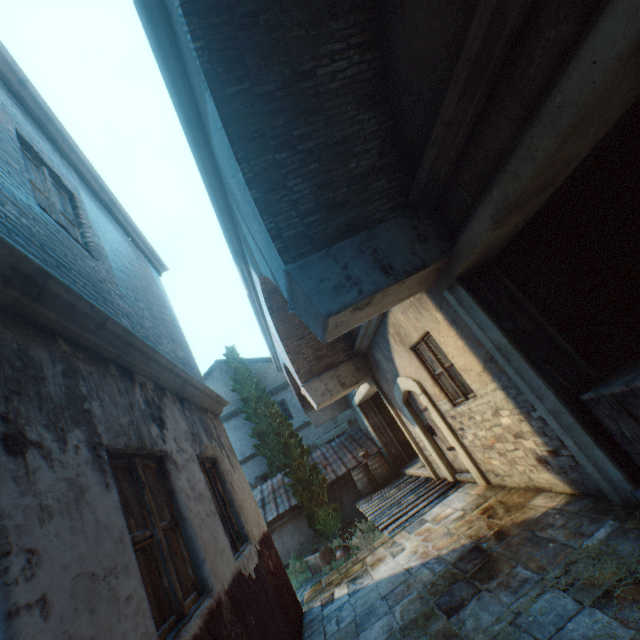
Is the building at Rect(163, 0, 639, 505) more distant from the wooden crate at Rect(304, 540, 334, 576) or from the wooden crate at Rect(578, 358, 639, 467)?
the wooden crate at Rect(304, 540, 334, 576)

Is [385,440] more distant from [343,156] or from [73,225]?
[73,225]

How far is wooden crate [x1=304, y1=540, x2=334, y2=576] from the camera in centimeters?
1019cm

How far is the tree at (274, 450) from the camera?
11.3 meters

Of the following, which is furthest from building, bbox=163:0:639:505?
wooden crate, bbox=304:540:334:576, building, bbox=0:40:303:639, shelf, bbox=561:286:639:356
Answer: wooden crate, bbox=304:540:334:576

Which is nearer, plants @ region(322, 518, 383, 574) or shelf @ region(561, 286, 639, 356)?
shelf @ region(561, 286, 639, 356)

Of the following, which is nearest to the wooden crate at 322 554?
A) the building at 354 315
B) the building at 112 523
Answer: the building at 354 315

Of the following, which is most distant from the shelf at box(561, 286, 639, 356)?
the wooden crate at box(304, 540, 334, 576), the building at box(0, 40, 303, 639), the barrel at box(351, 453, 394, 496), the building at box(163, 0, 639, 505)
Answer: the wooden crate at box(304, 540, 334, 576)
